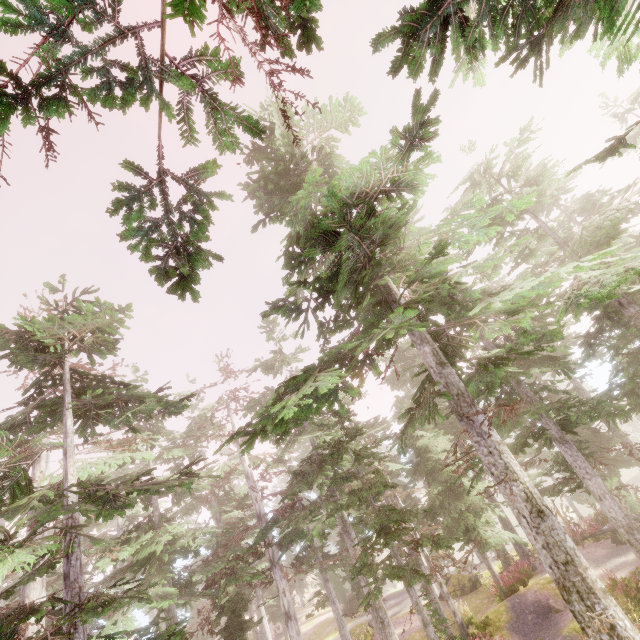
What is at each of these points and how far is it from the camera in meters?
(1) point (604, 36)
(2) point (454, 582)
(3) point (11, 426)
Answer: (1) instancedfoliageactor, 4.9
(2) rock, 25.3
(3) instancedfoliageactor, 8.4

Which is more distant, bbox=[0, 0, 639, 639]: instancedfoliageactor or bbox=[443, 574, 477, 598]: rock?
bbox=[443, 574, 477, 598]: rock

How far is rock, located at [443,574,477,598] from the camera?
24.0 meters

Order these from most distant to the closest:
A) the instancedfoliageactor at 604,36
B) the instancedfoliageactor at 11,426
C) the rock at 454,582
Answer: the rock at 454,582 → the instancedfoliageactor at 604,36 → the instancedfoliageactor at 11,426

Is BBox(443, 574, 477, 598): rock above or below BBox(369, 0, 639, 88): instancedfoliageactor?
below

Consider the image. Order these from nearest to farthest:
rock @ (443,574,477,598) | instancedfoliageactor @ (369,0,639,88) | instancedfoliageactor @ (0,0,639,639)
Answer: instancedfoliageactor @ (0,0,639,639), instancedfoliageactor @ (369,0,639,88), rock @ (443,574,477,598)

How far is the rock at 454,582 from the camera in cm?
2402
